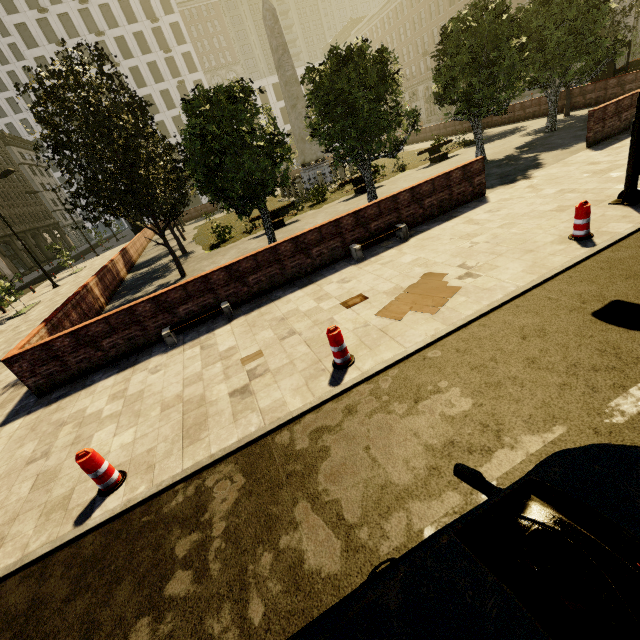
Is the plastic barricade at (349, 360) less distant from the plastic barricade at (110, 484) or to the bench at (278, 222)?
the plastic barricade at (110, 484)

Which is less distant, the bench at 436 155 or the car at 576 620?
the car at 576 620

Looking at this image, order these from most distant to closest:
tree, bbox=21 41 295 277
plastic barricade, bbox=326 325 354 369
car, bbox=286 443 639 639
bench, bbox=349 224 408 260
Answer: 1. tree, bbox=21 41 295 277
2. bench, bbox=349 224 408 260
3. plastic barricade, bbox=326 325 354 369
4. car, bbox=286 443 639 639

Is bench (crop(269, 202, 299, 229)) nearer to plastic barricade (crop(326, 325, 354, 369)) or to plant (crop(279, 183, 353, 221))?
plant (crop(279, 183, 353, 221))

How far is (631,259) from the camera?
5.42m

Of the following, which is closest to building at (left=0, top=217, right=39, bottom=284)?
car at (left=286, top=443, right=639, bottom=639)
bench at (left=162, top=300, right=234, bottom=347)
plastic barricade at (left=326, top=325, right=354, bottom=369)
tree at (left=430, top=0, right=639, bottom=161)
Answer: tree at (left=430, top=0, right=639, bottom=161)

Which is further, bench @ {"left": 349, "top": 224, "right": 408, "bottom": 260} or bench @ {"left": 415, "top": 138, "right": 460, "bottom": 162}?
bench @ {"left": 415, "top": 138, "right": 460, "bottom": 162}

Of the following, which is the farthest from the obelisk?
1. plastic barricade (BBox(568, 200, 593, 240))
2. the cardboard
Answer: plastic barricade (BBox(568, 200, 593, 240))
